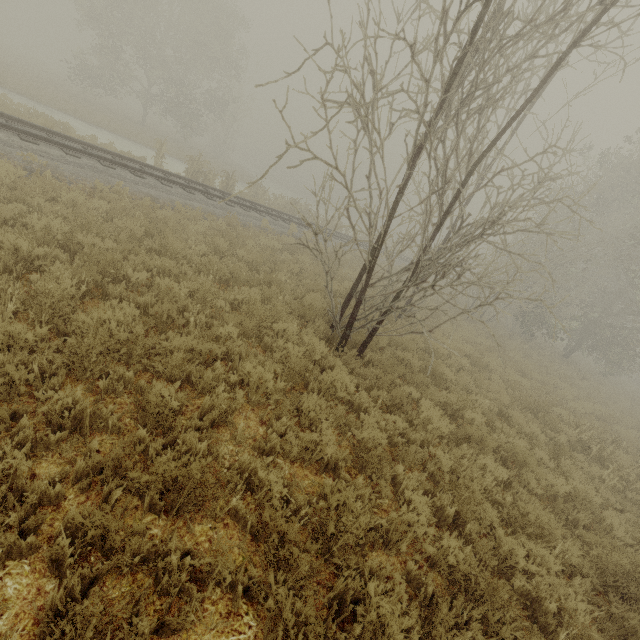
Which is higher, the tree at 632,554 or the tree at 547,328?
the tree at 547,328

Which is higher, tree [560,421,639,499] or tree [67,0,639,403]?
tree [67,0,639,403]

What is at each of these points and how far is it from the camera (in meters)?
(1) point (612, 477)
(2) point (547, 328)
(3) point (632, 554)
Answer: (1) tree, 7.36
(2) tree, 20.25
(3) tree, 4.75

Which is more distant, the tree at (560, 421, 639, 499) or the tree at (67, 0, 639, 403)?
the tree at (560, 421, 639, 499)

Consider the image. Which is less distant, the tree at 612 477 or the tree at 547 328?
the tree at 547 328
